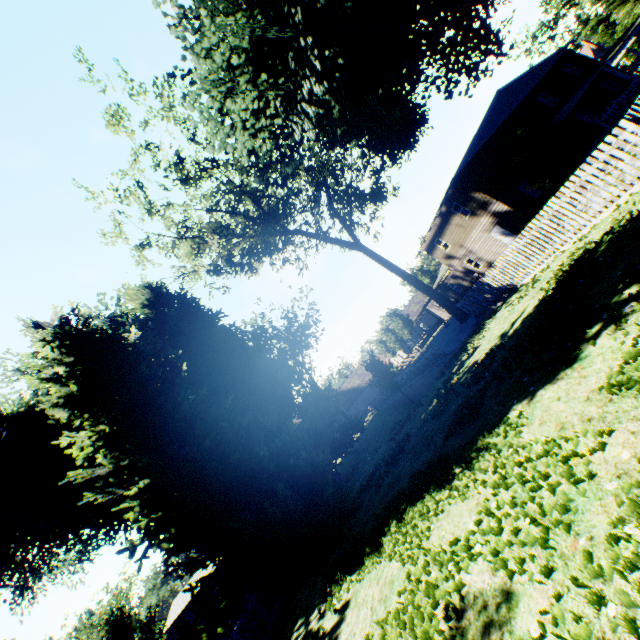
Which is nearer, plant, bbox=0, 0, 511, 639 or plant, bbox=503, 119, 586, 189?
plant, bbox=0, 0, 511, 639

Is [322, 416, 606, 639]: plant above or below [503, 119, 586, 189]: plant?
A: below

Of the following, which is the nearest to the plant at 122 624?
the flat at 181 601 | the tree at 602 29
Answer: Answer: the tree at 602 29

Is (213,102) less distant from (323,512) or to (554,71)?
(323,512)

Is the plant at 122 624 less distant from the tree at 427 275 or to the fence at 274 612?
the fence at 274 612

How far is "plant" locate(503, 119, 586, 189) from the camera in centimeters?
1970cm
